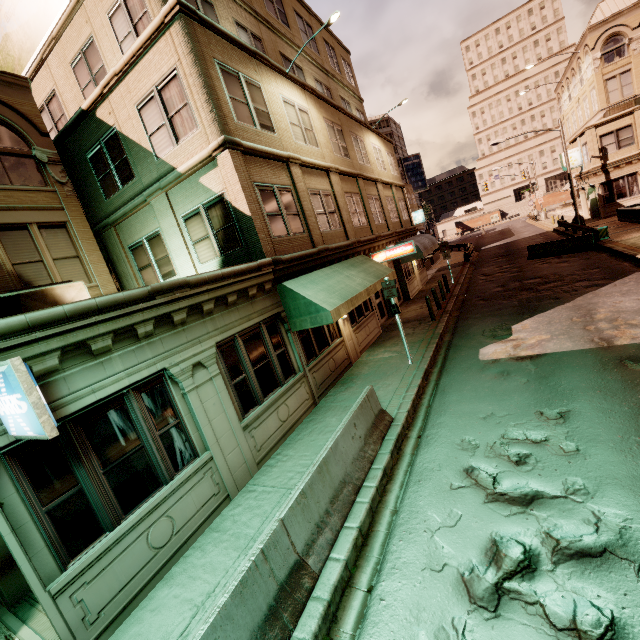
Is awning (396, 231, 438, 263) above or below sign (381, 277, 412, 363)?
above

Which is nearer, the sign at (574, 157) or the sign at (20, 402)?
the sign at (20, 402)

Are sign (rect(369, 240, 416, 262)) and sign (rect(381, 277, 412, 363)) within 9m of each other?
yes

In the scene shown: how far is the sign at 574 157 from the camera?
31.1m

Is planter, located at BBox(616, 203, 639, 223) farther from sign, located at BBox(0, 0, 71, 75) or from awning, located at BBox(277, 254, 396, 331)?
sign, located at BBox(0, 0, 71, 75)

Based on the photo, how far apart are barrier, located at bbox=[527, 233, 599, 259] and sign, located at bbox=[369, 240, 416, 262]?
12.0 meters

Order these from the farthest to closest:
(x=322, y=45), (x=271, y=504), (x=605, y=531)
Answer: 1. (x=322, y=45)
2. (x=271, y=504)
3. (x=605, y=531)

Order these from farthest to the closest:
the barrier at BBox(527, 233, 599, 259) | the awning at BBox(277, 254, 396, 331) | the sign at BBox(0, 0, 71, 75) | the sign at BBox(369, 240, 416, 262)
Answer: the barrier at BBox(527, 233, 599, 259)
the sign at BBox(369, 240, 416, 262)
the sign at BBox(0, 0, 71, 75)
the awning at BBox(277, 254, 396, 331)
